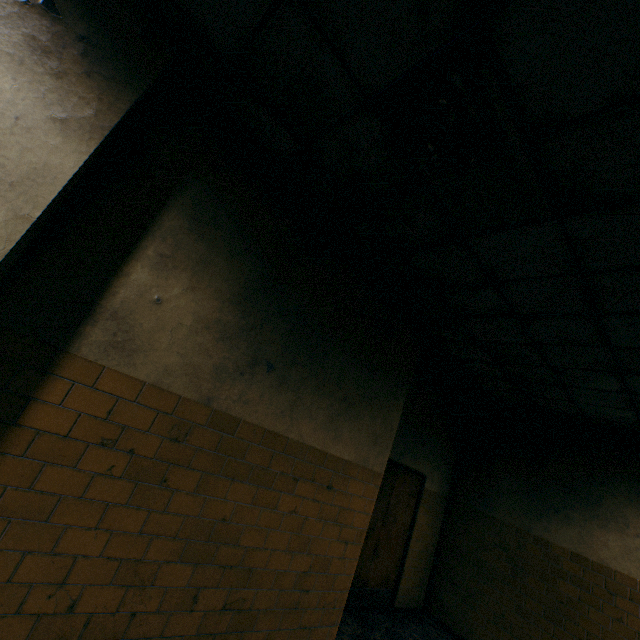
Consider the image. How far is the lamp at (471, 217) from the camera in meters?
1.7 m

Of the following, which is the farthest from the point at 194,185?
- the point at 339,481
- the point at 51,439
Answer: the point at 339,481

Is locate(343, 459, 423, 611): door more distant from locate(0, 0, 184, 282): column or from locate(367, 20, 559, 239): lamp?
locate(0, 0, 184, 282): column

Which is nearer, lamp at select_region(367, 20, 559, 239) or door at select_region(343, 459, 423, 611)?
lamp at select_region(367, 20, 559, 239)

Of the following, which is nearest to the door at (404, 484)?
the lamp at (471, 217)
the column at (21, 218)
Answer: the lamp at (471, 217)

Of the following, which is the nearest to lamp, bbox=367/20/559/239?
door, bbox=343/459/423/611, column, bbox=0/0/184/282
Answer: column, bbox=0/0/184/282
